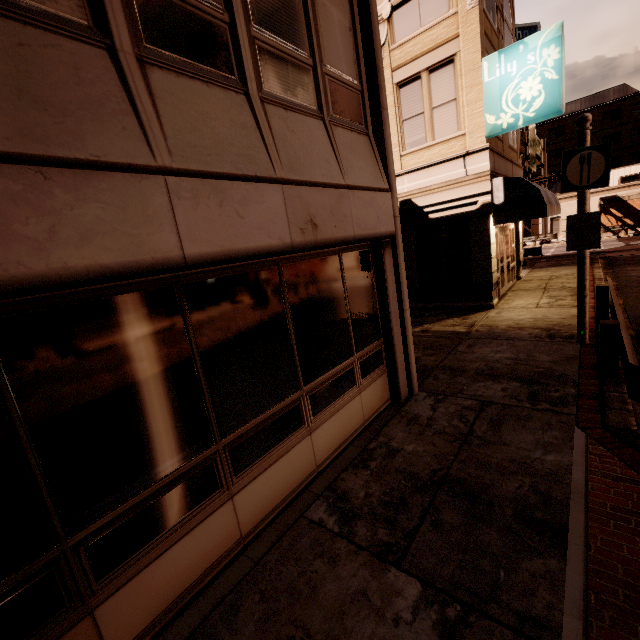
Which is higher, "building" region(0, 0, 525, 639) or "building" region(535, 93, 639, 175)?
"building" region(535, 93, 639, 175)

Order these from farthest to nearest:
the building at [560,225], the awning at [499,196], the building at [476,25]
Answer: the building at [560,225] → the awning at [499,196] → the building at [476,25]

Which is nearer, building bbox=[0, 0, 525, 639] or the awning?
building bbox=[0, 0, 525, 639]

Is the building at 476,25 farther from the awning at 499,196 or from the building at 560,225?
the building at 560,225

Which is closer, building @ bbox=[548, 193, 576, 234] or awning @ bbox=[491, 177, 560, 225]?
awning @ bbox=[491, 177, 560, 225]

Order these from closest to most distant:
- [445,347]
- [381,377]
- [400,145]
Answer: [381,377], [445,347], [400,145]

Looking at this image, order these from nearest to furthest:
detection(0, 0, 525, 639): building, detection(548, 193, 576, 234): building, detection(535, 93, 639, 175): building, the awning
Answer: detection(0, 0, 525, 639): building → the awning → detection(548, 193, 576, 234): building → detection(535, 93, 639, 175): building
